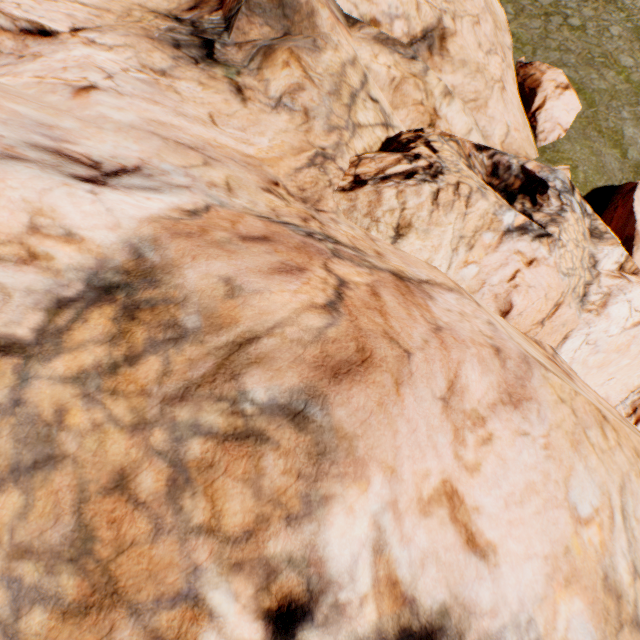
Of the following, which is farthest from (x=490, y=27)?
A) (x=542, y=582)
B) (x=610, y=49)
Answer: (x=542, y=582)
